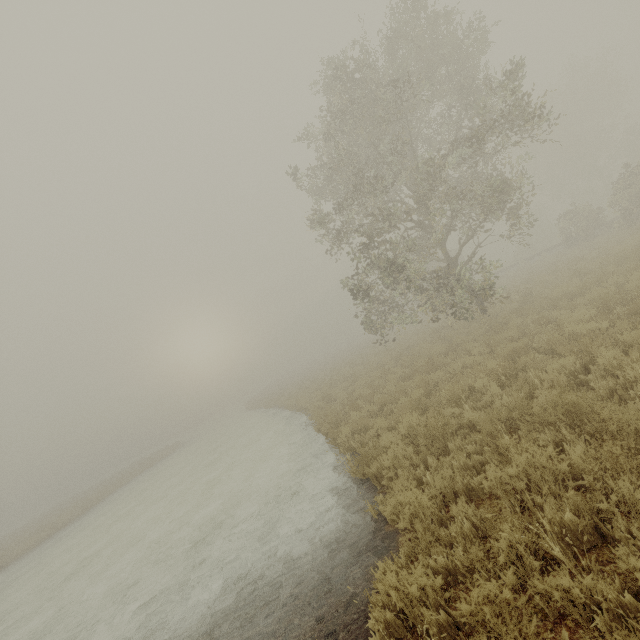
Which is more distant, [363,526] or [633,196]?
[633,196]
